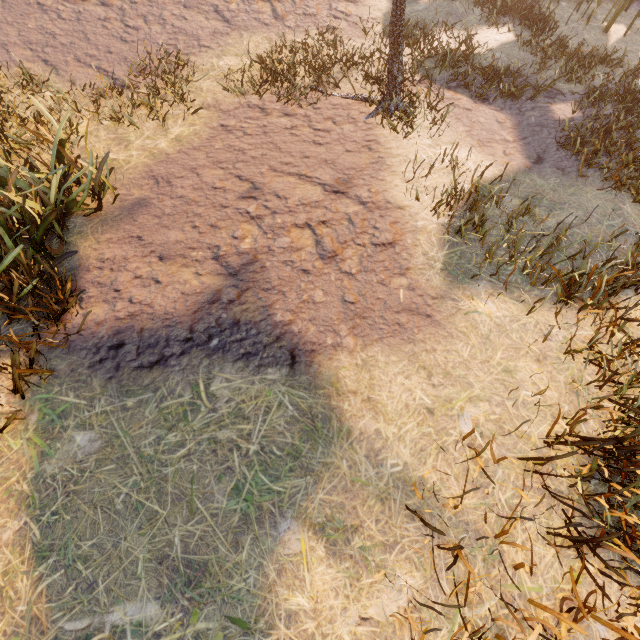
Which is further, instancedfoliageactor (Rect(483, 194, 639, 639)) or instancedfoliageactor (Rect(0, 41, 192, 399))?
instancedfoliageactor (Rect(0, 41, 192, 399))

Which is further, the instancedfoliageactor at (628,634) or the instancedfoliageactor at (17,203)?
the instancedfoliageactor at (17,203)

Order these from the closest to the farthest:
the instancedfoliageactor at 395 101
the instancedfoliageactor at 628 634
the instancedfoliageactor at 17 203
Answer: the instancedfoliageactor at 628 634 → the instancedfoliageactor at 17 203 → the instancedfoliageactor at 395 101

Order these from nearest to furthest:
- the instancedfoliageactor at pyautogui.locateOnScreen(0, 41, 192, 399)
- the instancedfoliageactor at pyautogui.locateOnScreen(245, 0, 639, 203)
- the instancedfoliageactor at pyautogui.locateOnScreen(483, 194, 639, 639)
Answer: the instancedfoliageactor at pyautogui.locateOnScreen(483, 194, 639, 639) → the instancedfoliageactor at pyautogui.locateOnScreen(0, 41, 192, 399) → the instancedfoliageactor at pyautogui.locateOnScreen(245, 0, 639, 203)

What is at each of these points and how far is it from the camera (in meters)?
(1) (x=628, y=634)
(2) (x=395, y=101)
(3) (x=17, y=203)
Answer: (1) instancedfoliageactor, 1.92
(2) instancedfoliageactor, 5.86
(3) instancedfoliageactor, 3.97

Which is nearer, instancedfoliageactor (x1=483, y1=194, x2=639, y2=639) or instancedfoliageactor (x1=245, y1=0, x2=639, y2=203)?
instancedfoliageactor (x1=483, y1=194, x2=639, y2=639)
